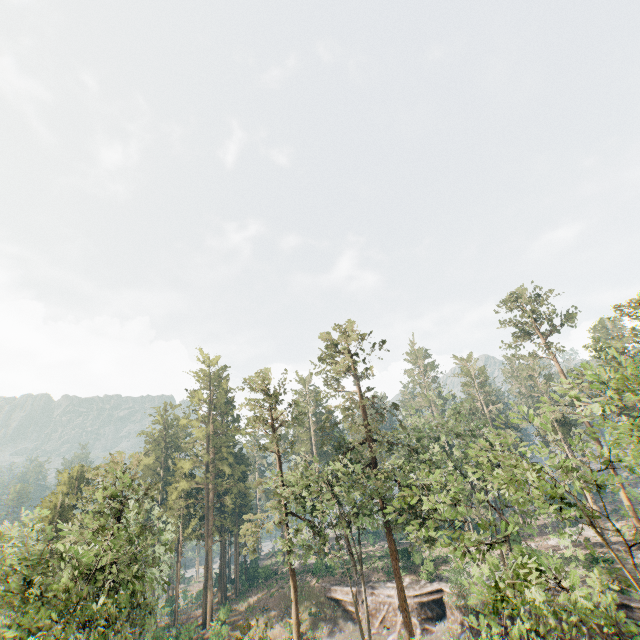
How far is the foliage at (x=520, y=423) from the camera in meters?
16.2

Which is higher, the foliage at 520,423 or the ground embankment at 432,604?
the foliage at 520,423

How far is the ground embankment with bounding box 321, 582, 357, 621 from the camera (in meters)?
38.81

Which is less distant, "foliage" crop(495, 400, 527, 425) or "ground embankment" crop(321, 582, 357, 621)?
"foliage" crop(495, 400, 527, 425)

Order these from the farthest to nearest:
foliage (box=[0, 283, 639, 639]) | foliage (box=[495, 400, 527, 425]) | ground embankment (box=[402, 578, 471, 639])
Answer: ground embankment (box=[402, 578, 471, 639]) < foliage (box=[495, 400, 527, 425]) < foliage (box=[0, 283, 639, 639])

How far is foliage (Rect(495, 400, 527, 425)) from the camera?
16.2 meters

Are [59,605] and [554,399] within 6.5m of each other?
no

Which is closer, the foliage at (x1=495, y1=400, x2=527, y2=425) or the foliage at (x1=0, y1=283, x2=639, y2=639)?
the foliage at (x1=0, y1=283, x2=639, y2=639)
